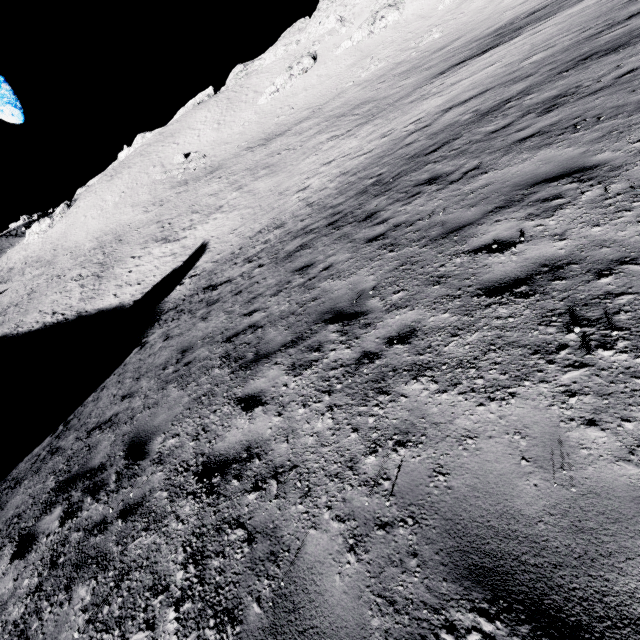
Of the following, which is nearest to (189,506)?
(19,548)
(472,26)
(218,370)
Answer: (218,370)

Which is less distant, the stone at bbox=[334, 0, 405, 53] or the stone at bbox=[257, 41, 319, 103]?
the stone at bbox=[334, 0, 405, 53]

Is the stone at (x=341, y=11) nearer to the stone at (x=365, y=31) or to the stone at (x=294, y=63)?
the stone at (x=365, y=31)

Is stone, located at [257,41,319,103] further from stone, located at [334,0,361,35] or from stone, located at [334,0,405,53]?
stone, located at [334,0,361,35]

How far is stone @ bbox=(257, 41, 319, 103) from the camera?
56.59m

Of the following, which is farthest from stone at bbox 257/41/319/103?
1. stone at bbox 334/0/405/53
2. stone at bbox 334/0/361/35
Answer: stone at bbox 334/0/361/35

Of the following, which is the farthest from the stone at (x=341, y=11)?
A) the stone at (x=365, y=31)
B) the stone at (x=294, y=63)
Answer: the stone at (x=294, y=63)
